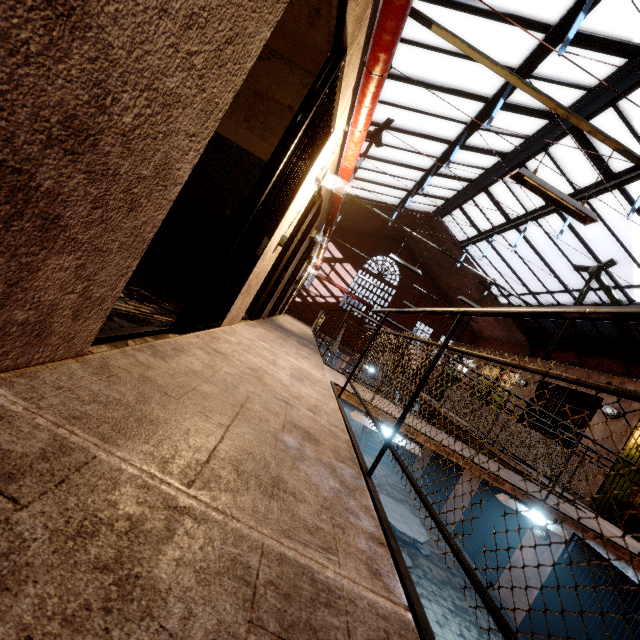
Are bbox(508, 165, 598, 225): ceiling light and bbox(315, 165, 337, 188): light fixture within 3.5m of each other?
yes

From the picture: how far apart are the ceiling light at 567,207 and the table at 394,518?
6.3 meters

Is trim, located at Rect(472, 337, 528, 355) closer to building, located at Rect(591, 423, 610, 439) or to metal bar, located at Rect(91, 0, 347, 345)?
building, located at Rect(591, 423, 610, 439)

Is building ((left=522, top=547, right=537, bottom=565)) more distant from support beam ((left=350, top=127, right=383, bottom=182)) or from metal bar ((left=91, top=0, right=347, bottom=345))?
metal bar ((left=91, top=0, right=347, bottom=345))

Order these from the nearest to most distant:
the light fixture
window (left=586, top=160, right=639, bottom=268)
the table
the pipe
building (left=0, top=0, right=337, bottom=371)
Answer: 1. building (left=0, top=0, right=337, bottom=371)
2. the pipe
3. the light fixture
4. the table
5. window (left=586, top=160, right=639, bottom=268)

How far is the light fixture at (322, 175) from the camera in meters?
3.8 m

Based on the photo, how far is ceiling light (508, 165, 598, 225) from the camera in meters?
3.9 m

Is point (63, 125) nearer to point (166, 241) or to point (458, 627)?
point (166, 241)
